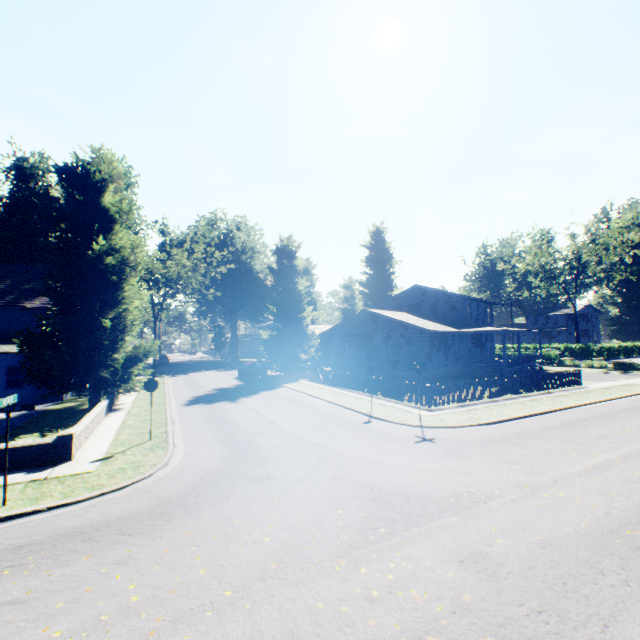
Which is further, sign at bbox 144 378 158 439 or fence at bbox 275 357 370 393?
fence at bbox 275 357 370 393

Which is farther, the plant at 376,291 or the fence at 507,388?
the plant at 376,291

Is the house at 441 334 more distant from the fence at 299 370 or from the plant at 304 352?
the fence at 299 370

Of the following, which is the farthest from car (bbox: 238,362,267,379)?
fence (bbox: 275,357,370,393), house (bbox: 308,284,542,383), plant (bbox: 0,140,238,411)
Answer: house (bbox: 308,284,542,383)

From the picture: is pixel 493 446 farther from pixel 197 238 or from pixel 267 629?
pixel 197 238

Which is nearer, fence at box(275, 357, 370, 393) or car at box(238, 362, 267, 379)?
fence at box(275, 357, 370, 393)

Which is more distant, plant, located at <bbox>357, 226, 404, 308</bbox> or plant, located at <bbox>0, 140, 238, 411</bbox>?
plant, located at <bbox>357, 226, 404, 308</bbox>

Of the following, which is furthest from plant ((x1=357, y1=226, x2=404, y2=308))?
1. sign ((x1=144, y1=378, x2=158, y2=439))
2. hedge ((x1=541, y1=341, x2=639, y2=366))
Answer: hedge ((x1=541, y1=341, x2=639, y2=366))
